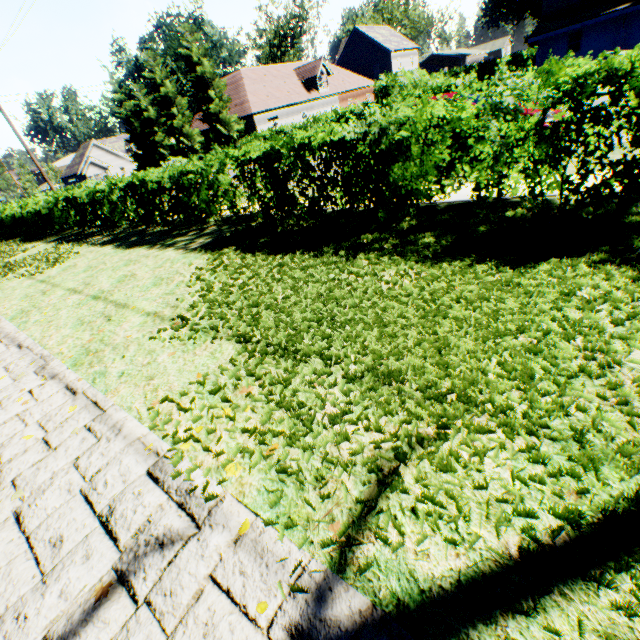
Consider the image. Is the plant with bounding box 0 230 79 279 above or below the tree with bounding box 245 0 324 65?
below

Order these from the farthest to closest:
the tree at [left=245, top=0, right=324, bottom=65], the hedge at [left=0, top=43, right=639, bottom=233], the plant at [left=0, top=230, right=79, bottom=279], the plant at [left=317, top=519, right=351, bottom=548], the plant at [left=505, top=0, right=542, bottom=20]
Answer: the plant at [left=505, top=0, right=542, bottom=20]
the tree at [left=245, top=0, right=324, bottom=65]
the plant at [left=0, top=230, right=79, bottom=279]
the hedge at [left=0, top=43, right=639, bottom=233]
the plant at [left=317, top=519, right=351, bottom=548]

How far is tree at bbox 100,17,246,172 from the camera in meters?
28.0 m

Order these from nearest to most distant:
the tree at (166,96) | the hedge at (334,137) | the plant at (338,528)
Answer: the plant at (338,528)
the hedge at (334,137)
the tree at (166,96)

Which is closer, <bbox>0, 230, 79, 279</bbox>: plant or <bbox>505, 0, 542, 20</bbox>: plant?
<bbox>0, 230, 79, 279</bbox>: plant

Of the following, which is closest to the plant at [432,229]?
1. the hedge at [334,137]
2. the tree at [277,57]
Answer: the tree at [277,57]

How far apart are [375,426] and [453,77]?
39.87m

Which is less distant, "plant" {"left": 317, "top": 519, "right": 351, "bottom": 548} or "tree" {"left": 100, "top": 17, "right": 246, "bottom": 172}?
"plant" {"left": 317, "top": 519, "right": 351, "bottom": 548}
